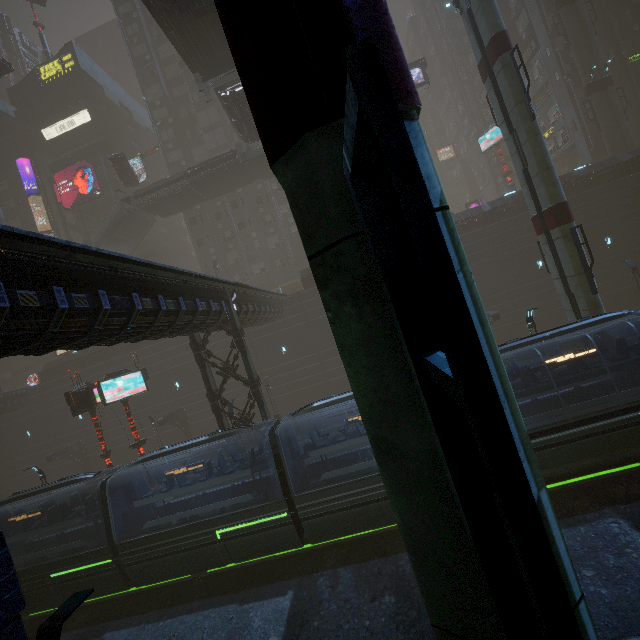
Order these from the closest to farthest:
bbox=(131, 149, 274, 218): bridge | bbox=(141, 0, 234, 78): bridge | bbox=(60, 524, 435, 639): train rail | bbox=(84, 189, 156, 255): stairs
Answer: bbox=(60, 524, 435, 639): train rail < bbox=(141, 0, 234, 78): bridge < bbox=(131, 149, 274, 218): bridge < bbox=(84, 189, 156, 255): stairs

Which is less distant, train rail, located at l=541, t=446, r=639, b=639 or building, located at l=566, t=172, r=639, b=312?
train rail, located at l=541, t=446, r=639, b=639

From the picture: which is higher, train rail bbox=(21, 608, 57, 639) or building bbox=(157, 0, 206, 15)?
building bbox=(157, 0, 206, 15)

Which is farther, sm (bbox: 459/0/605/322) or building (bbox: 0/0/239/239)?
building (bbox: 0/0/239/239)

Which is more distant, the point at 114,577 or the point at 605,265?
the point at 605,265

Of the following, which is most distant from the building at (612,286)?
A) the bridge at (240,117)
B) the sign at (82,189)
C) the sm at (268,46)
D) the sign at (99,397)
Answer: the bridge at (240,117)

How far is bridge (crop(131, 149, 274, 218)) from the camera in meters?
32.2

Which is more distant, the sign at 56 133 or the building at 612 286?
the sign at 56 133
